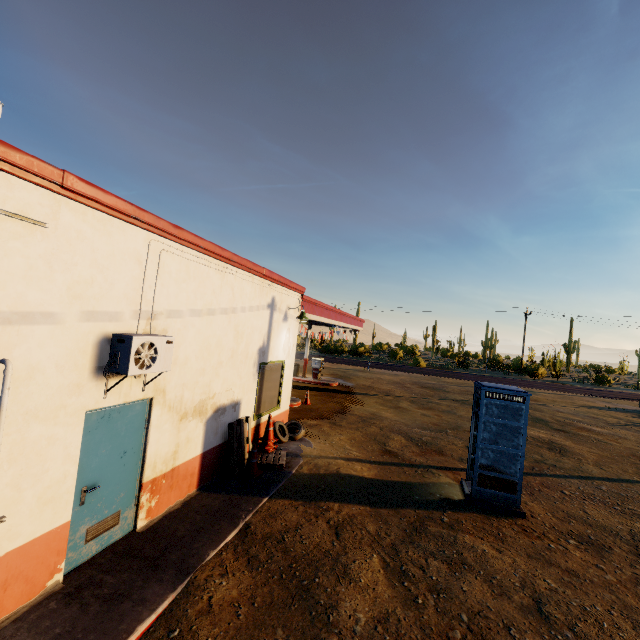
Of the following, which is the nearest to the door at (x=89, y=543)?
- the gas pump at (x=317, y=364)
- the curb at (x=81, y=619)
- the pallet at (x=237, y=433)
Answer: Result: the curb at (x=81, y=619)

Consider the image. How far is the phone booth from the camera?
7.1m

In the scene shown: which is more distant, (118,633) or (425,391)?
(425,391)

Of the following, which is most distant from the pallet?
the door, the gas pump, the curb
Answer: the gas pump

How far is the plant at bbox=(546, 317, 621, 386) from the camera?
36.57m

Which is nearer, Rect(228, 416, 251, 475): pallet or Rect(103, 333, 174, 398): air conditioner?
Rect(103, 333, 174, 398): air conditioner

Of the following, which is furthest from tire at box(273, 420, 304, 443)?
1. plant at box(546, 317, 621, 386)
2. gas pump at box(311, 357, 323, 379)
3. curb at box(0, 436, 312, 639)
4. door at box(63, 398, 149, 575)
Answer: plant at box(546, 317, 621, 386)

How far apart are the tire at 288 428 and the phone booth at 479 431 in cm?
475
